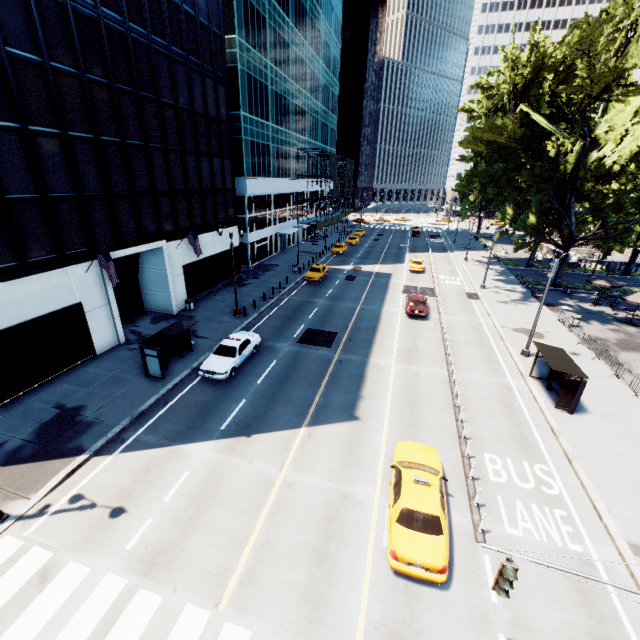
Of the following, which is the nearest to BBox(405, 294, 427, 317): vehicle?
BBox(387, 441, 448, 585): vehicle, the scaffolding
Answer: BBox(387, 441, 448, 585): vehicle

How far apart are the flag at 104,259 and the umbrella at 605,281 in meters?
42.0 m

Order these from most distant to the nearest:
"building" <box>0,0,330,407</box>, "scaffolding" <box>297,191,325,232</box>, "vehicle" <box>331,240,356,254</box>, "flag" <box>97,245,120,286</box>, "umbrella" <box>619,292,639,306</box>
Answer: "scaffolding" <box>297,191,325,232</box> → "vehicle" <box>331,240,356,254</box> → "umbrella" <box>619,292,639,306</box> → "flag" <box>97,245,120,286</box> → "building" <box>0,0,330,407</box>

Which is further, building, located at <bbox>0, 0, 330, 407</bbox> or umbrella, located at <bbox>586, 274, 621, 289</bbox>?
umbrella, located at <bbox>586, 274, 621, 289</bbox>

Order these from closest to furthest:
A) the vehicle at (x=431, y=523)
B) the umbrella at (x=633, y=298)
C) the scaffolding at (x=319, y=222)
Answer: the vehicle at (x=431, y=523), the umbrella at (x=633, y=298), the scaffolding at (x=319, y=222)

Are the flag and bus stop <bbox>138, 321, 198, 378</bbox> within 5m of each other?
yes

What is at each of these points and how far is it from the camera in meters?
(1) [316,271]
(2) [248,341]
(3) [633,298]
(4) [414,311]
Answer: (1) vehicle, 38.5 m
(2) vehicle, 21.3 m
(3) umbrella, 27.8 m
(4) vehicle, 28.2 m

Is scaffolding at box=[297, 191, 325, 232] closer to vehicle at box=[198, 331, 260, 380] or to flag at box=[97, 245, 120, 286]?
vehicle at box=[198, 331, 260, 380]
